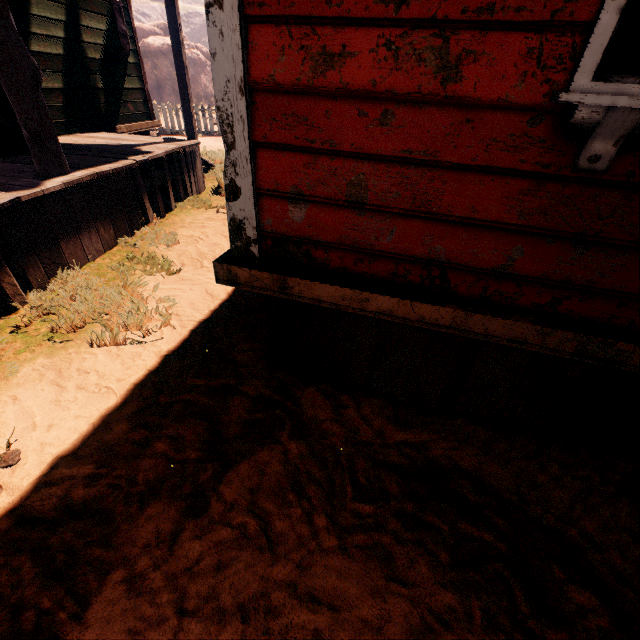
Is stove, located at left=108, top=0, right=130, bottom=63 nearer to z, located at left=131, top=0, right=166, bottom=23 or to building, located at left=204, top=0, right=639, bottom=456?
building, located at left=204, top=0, right=639, bottom=456

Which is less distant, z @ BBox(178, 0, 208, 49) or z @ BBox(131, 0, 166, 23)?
z @ BBox(131, 0, 166, 23)

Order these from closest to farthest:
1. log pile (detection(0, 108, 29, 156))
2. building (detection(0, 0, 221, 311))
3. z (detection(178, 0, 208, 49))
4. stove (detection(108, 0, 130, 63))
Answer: building (detection(0, 0, 221, 311)) → log pile (detection(0, 108, 29, 156)) → stove (detection(108, 0, 130, 63)) → z (detection(178, 0, 208, 49))

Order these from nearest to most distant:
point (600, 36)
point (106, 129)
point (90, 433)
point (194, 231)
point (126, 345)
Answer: point (600, 36) → point (90, 433) → point (126, 345) → point (194, 231) → point (106, 129)

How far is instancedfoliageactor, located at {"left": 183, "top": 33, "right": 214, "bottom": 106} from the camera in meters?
23.9 m

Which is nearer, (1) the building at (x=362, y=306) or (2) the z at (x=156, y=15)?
(1) the building at (x=362, y=306)

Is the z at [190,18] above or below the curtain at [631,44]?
above
